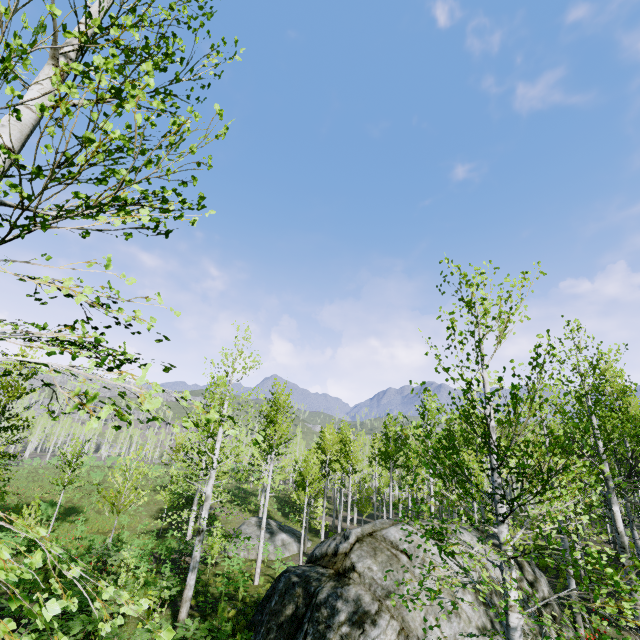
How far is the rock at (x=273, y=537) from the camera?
23.2 meters

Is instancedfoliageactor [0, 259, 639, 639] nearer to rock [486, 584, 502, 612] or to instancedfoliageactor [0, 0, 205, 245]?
instancedfoliageactor [0, 0, 205, 245]

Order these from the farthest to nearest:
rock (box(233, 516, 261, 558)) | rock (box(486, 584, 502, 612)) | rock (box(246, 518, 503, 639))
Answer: rock (box(233, 516, 261, 558)) < rock (box(486, 584, 502, 612)) < rock (box(246, 518, 503, 639))

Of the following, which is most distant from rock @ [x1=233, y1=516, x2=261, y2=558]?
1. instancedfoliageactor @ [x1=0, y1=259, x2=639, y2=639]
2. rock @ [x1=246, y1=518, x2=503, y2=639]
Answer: instancedfoliageactor @ [x1=0, y1=259, x2=639, y2=639]

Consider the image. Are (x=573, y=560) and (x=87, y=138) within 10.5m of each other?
yes

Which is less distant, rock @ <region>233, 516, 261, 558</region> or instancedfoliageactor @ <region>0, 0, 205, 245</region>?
instancedfoliageactor @ <region>0, 0, 205, 245</region>

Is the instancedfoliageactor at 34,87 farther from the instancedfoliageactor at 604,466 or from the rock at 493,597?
the instancedfoliageactor at 604,466
